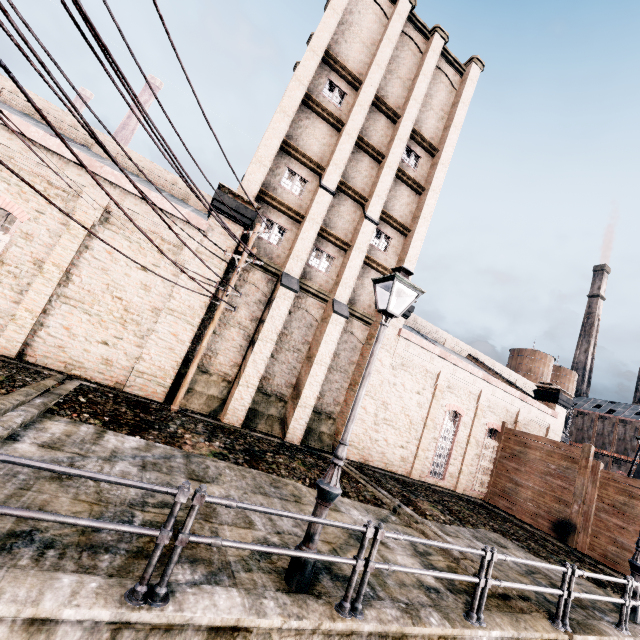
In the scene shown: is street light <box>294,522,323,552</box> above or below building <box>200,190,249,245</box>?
below

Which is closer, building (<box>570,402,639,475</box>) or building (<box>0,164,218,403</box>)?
building (<box>0,164,218,403</box>)

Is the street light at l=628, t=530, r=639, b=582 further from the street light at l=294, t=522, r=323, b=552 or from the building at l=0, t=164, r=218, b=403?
the street light at l=294, t=522, r=323, b=552

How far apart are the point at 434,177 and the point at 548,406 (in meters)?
21.20

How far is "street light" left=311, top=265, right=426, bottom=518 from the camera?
5.43m

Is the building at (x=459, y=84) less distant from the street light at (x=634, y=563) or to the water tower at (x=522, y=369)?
the water tower at (x=522, y=369)

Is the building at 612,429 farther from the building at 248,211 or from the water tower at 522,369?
the building at 248,211

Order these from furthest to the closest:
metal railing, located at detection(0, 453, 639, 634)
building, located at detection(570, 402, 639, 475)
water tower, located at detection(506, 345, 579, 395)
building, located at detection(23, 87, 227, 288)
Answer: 1. water tower, located at detection(506, 345, 579, 395)
2. building, located at detection(570, 402, 639, 475)
3. building, located at detection(23, 87, 227, 288)
4. metal railing, located at detection(0, 453, 639, 634)
